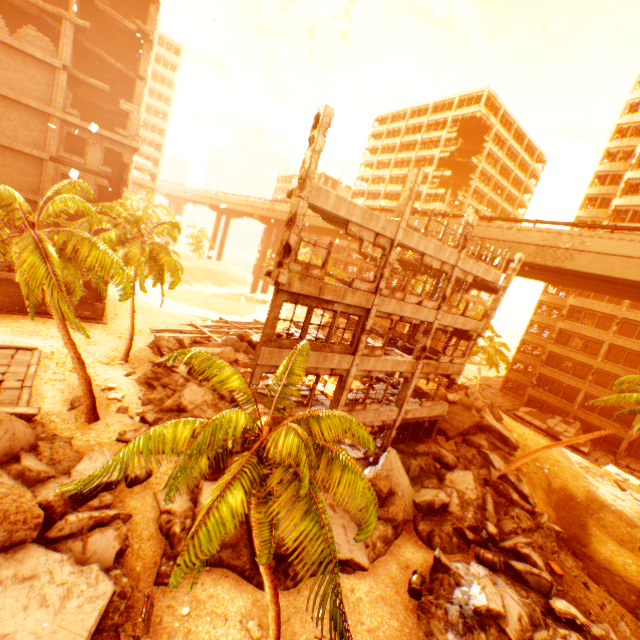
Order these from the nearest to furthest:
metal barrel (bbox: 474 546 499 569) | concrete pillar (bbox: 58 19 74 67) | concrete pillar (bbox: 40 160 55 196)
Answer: metal barrel (bbox: 474 546 499 569)
concrete pillar (bbox: 58 19 74 67)
concrete pillar (bbox: 40 160 55 196)

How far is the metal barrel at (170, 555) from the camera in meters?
10.2 m

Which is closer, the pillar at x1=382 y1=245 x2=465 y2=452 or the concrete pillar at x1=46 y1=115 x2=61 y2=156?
the pillar at x1=382 y1=245 x2=465 y2=452

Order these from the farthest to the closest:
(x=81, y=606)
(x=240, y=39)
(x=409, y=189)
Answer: (x=240, y=39) → (x=409, y=189) → (x=81, y=606)

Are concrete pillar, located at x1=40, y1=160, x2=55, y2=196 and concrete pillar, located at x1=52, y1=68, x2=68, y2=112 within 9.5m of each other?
yes

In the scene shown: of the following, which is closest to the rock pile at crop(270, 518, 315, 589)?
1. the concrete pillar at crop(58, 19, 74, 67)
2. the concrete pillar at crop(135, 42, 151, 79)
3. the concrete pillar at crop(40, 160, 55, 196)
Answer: the concrete pillar at crop(40, 160, 55, 196)

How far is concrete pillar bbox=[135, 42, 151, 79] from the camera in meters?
28.2 m

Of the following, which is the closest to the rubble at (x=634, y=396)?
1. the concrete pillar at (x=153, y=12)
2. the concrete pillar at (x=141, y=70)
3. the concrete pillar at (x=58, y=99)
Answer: the concrete pillar at (x=58, y=99)
